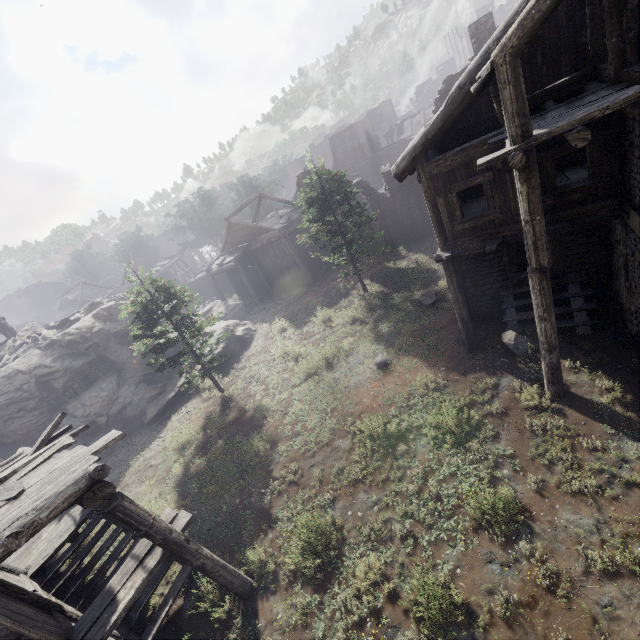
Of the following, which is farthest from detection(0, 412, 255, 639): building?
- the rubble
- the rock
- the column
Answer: the rubble

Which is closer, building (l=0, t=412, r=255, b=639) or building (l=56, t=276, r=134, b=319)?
building (l=0, t=412, r=255, b=639)

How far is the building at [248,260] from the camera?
27.7m

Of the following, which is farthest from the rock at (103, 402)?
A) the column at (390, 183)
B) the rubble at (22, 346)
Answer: the column at (390, 183)

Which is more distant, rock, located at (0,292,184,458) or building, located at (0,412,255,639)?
rock, located at (0,292,184,458)

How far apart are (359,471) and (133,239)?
61.0 meters

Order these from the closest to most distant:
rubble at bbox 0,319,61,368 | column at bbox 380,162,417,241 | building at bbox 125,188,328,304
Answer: rubble at bbox 0,319,61,368 < column at bbox 380,162,417,241 < building at bbox 125,188,328,304
